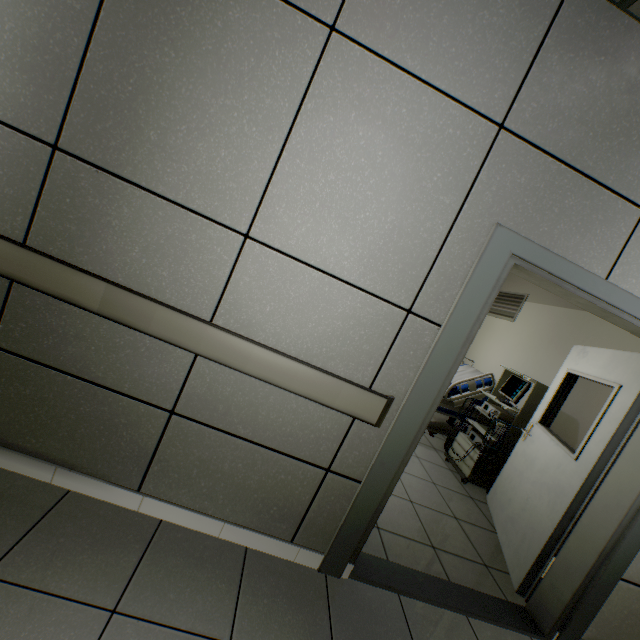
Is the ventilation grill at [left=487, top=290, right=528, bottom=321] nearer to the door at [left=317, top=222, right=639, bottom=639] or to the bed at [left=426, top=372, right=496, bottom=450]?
the bed at [left=426, top=372, right=496, bottom=450]

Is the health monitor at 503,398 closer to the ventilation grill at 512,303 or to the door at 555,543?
the door at 555,543

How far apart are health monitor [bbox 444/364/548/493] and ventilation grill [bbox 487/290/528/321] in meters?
1.4

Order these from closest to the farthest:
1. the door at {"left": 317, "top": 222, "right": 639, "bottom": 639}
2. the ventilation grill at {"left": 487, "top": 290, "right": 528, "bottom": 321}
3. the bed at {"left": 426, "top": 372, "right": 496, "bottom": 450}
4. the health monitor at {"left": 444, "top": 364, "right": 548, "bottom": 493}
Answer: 1. the door at {"left": 317, "top": 222, "right": 639, "bottom": 639}
2. the health monitor at {"left": 444, "top": 364, "right": 548, "bottom": 493}
3. the bed at {"left": 426, "top": 372, "right": 496, "bottom": 450}
4. the ventilation grill at {"left": 487, "top": 290, "right": 528, "bottom": 321}

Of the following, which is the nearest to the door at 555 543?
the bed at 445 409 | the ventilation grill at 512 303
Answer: the bed at 445 409

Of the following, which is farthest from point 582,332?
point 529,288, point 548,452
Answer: point 548,452

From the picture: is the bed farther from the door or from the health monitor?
the door

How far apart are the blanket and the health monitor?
0.2m
